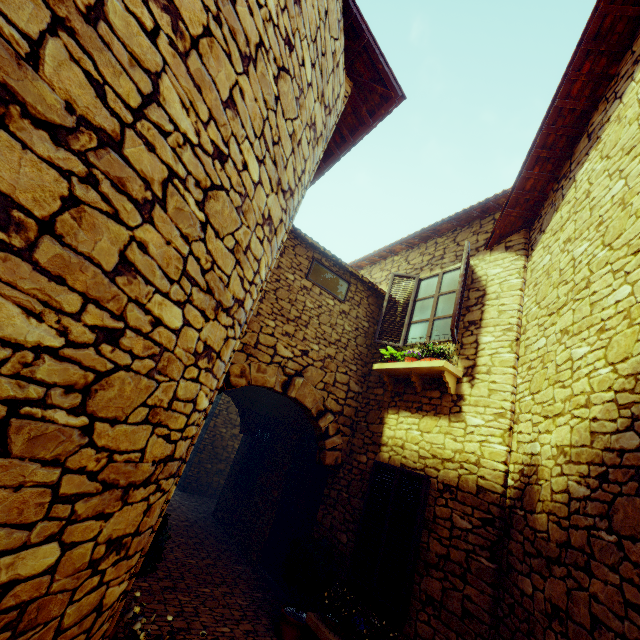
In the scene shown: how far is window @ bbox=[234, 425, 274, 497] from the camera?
8.19m

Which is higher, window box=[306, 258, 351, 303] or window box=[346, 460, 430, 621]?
window box=[306, 258, 351, 303]

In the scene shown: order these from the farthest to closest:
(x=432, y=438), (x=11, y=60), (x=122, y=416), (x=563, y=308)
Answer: (x=432, y=438)
(x=563, y=308)
(x=122, y=416)
(x=11, y=60)

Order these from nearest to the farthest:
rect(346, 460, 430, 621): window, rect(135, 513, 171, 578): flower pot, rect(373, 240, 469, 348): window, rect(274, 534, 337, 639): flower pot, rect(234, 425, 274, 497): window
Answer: rect(135, 513, 171, 578): flower pot < rect(346, 460, 430, 621): window < rect(274, 534, 337, 639): flower pot < rect(373, 240, 469, 348): window < rect(234, 425, 274, 497): window

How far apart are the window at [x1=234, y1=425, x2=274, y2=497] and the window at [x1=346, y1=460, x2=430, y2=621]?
3.9 meters

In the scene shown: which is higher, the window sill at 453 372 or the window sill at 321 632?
the window sill at 453 372

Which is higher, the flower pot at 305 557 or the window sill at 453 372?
the window sill at 453 372

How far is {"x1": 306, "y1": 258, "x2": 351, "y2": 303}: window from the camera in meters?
6.3 m
